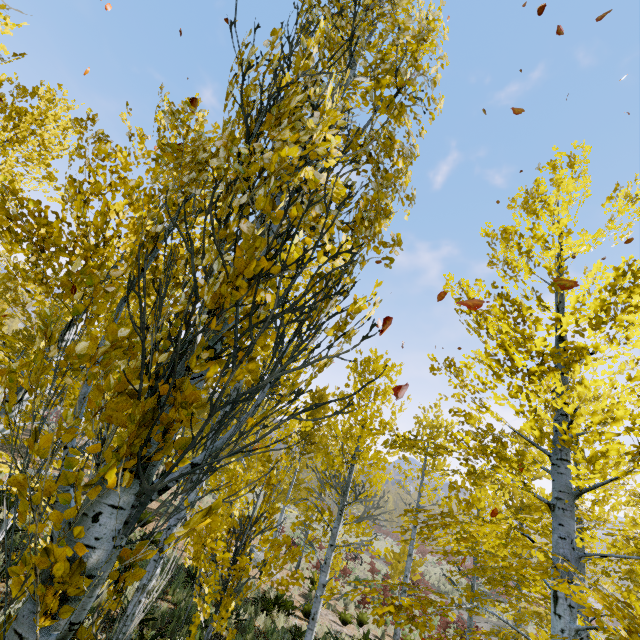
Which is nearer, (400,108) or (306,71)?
(306,71)
